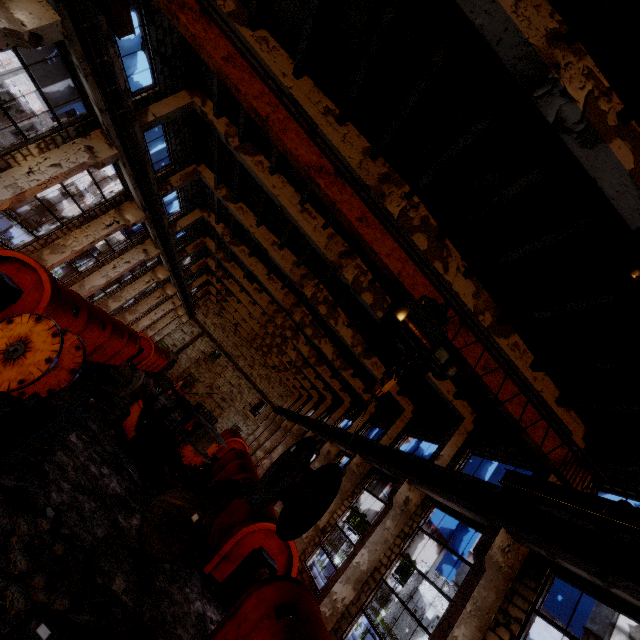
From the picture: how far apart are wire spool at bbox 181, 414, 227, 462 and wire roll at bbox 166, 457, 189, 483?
2.83m

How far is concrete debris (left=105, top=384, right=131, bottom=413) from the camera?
14.28m

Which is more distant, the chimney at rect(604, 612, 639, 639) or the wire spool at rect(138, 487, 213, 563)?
the chimney at rect(604, 612, 639, 639)

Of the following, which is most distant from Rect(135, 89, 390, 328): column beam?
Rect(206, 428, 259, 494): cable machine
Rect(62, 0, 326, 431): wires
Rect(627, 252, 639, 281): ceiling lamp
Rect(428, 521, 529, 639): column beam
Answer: Rect(627, 252, 639, 281): ceiling lamp

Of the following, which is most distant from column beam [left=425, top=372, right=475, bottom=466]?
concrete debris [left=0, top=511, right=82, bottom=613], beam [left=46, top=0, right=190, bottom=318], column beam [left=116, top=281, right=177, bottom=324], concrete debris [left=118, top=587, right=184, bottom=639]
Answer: column beam [left=116, top=281, right=177, bottom=324]

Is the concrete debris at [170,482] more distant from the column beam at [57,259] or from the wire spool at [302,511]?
the column beam at [57,259]

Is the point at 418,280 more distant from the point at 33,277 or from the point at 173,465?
the point at 173,465

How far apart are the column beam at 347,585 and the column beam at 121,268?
18.2 meters
